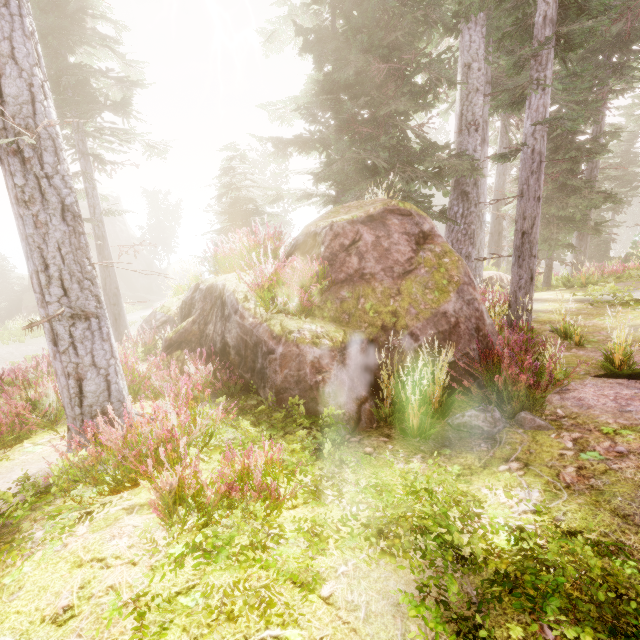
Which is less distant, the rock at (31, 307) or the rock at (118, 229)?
the rock at (31, 307)

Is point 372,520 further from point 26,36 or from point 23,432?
point 26,36

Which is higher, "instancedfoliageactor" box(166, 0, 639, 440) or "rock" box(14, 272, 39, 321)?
"instancedfoliageactor" box(166, 0, 639, 440)

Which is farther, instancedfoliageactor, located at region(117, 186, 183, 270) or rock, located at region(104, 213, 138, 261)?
instancedfoliageactor, located at region(117, 186, 183, 270)

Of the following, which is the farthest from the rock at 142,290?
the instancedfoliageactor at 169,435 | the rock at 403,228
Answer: the rock at 403,228

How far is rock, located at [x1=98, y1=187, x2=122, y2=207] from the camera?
36.8 meters

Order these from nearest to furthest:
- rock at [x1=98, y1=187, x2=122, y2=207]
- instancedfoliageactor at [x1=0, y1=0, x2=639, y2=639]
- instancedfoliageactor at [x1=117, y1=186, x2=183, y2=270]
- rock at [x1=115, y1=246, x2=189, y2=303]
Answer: instancedfoliageactor at [x1=0, y1=0, x2=639, y2=639] < rock at [x1=115, y1=246, x2=189, y2=303] < rock at [x1=98, y1=187, x2=122, y2=207] < instancedfoliageactor at [x1=117, y1=186, x2=183, y2=270]
